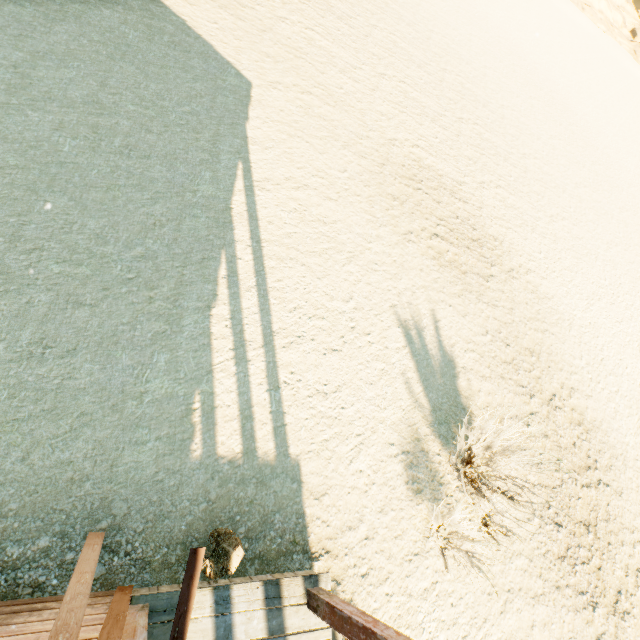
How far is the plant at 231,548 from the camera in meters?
3.3

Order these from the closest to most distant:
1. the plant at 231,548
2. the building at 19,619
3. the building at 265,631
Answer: the building at 19,619 → the building at 265,631 → the plant at 231,548

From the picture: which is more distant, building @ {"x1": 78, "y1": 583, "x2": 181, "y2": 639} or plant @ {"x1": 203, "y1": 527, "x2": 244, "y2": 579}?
plant @ {"x1": 203, "y1": 527, "x2": 244, "y2": 579}

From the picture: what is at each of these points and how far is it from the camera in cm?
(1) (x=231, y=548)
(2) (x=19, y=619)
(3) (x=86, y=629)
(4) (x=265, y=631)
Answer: (1) plant, 342
(2) building, 254
(3) building, 237
(4) building, 329

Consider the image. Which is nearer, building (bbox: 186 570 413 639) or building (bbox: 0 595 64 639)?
building (bbox: 0 595 64 639)

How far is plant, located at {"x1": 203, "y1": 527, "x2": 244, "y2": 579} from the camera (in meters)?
3.30

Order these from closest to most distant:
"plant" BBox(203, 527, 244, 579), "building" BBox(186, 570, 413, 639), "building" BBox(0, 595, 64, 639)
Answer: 1. "building" BBox(0, 595, 64, 639)
2. "building" BBox(186, 570, 413, 639)
3. "plant" BBox(203, 527, 244, 579)
